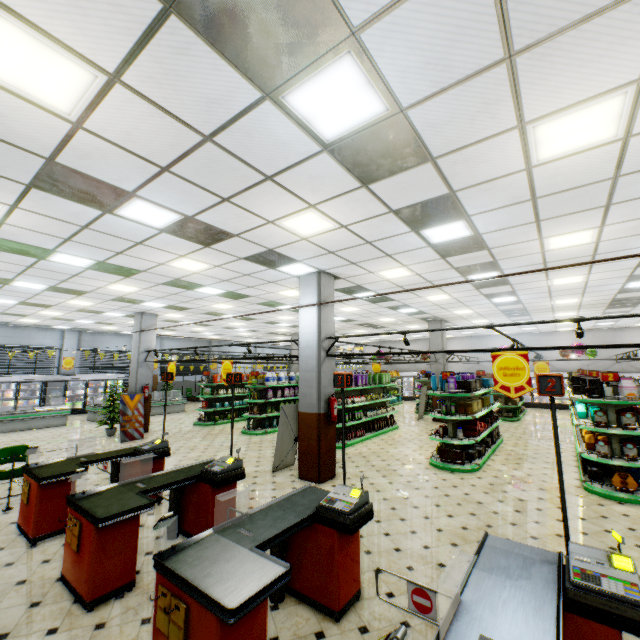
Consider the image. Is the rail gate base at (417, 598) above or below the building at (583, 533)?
above

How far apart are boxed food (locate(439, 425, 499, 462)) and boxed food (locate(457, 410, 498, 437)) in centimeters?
29cm

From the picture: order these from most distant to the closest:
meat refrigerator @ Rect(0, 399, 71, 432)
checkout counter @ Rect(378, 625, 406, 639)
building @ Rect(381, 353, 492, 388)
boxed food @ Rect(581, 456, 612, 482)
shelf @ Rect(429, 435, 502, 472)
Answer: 1. building @ Rect(381, 353, 492, 388)
2. meat refrigerator @ Rect(0, 399, 71, 432)
3. shelf @ Rect(429, 435, 502, 472)
4. boxed food @ Rect(581, 456, 612, 482)
5. checkout counter @ Rect(378, 625, 406, 639)

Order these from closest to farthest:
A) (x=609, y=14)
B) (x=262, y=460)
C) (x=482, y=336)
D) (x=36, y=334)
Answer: (x=609, y=14), (x=262, y=460), (x=36, y=334), (x=482, y=336)

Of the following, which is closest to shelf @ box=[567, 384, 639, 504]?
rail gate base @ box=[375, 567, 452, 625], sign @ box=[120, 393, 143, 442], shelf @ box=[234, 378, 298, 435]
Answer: rail gate base @ box=[375, 567, 452, 625]

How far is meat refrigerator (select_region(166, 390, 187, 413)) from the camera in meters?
18.9

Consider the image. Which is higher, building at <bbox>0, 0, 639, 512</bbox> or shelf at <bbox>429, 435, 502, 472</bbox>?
building at <bbox>0, 0, 639, 512</bbox>

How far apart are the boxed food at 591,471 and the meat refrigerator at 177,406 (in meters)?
18.90
